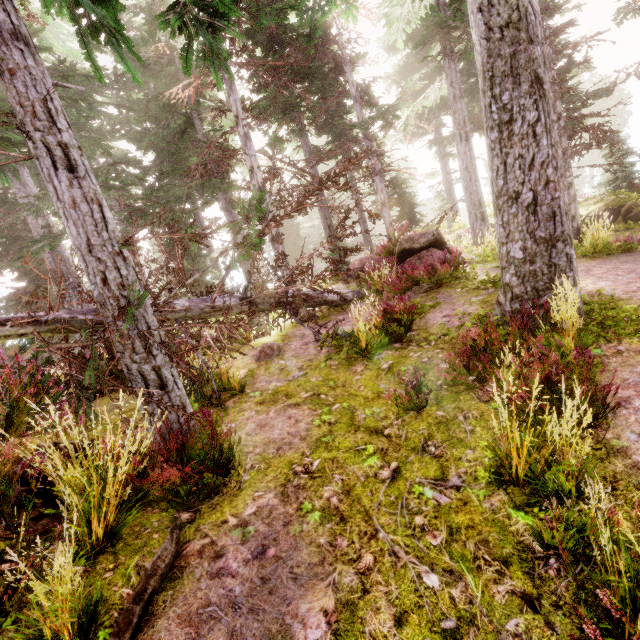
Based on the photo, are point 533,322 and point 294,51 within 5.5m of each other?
no

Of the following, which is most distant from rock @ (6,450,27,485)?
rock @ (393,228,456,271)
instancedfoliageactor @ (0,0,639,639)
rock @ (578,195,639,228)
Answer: rock @ (578,195,639,228)

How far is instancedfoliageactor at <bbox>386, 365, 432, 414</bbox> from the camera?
4.3m

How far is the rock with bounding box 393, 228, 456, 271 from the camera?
11.2m

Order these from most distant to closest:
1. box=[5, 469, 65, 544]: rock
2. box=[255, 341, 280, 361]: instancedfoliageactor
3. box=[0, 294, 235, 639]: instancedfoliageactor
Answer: box=[255, 341, 280, 361]: instancedfoliageactor, box=[5, 469, 65, 544]: rock, box=[0, 294, 235, 639]: instancedfoliageactor

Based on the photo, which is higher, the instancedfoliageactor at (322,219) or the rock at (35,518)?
the instancedfoliageactor at (322,219)

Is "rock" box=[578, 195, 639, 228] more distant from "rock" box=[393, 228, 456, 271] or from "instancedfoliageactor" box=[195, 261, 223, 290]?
"rock" box=[393, 228, 456, 271]

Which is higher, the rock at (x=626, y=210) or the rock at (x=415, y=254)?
the rock at (x=415, y=254)
